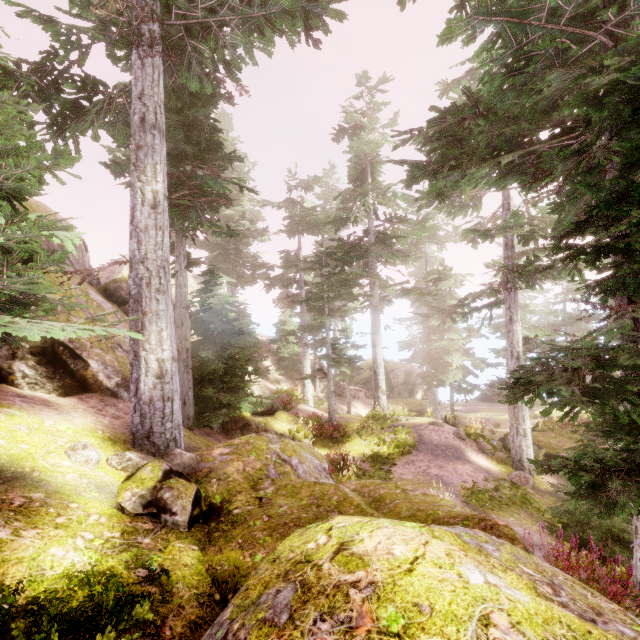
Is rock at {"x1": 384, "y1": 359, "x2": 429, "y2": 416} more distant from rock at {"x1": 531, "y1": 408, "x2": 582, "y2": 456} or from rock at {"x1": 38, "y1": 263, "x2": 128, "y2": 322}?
rock at {"x1": 38, "y1": 263, "x2": 128, "y2": 322}

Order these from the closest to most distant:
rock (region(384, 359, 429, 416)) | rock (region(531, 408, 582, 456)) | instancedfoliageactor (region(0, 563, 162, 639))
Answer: instancedfoliageactor (region(0, 563, 162, 639)), rock (region(531, 408, 582, 456)), rock (region(384, 359, 429, 416))

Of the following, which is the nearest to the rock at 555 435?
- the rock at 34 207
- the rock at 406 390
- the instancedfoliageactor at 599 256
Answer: the instancedfoliageactor at 599 256

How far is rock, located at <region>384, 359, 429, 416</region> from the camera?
32.1 meters

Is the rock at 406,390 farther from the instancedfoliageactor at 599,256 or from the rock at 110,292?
the rock at 110,292

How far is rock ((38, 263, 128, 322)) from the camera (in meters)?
10.34

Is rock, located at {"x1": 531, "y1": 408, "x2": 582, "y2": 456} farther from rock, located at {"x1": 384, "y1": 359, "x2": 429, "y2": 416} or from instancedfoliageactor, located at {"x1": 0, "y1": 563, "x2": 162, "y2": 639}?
rock, located at {"x1": 384, "y1": 359, "x2": 429, "y2": 416}

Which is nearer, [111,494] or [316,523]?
[316,523]
